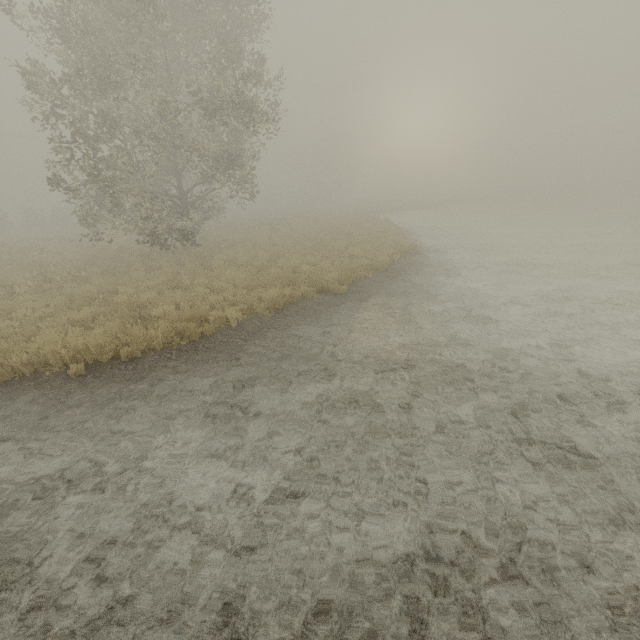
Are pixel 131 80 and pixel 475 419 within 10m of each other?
no
